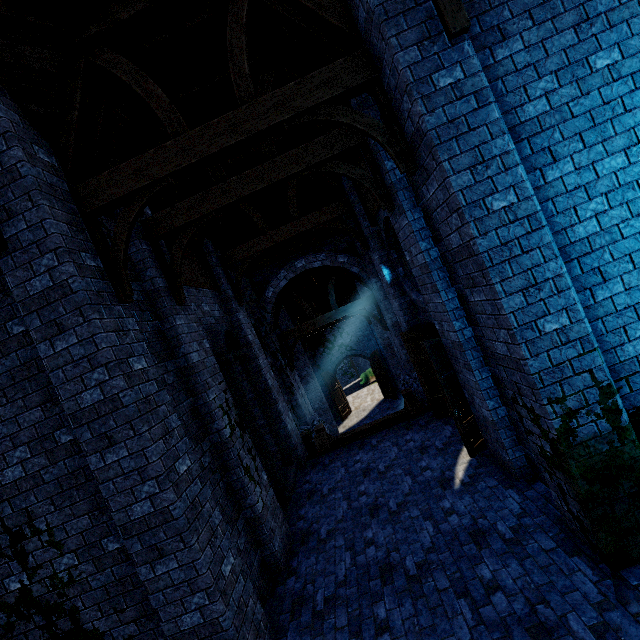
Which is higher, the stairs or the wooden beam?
the stairs

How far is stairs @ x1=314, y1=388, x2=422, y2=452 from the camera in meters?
9.6

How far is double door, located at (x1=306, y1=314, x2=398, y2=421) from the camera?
Result: 21.0 meters

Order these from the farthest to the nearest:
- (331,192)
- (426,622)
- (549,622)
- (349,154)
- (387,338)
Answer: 1. (387,338)
2. (331,192)
3. (349,154)
4. (426,622)
5. (549,622)

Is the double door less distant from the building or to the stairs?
the building

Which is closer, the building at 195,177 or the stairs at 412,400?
the building at 195,177

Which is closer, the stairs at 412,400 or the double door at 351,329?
the stairs at 412,400

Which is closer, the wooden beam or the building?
the building
